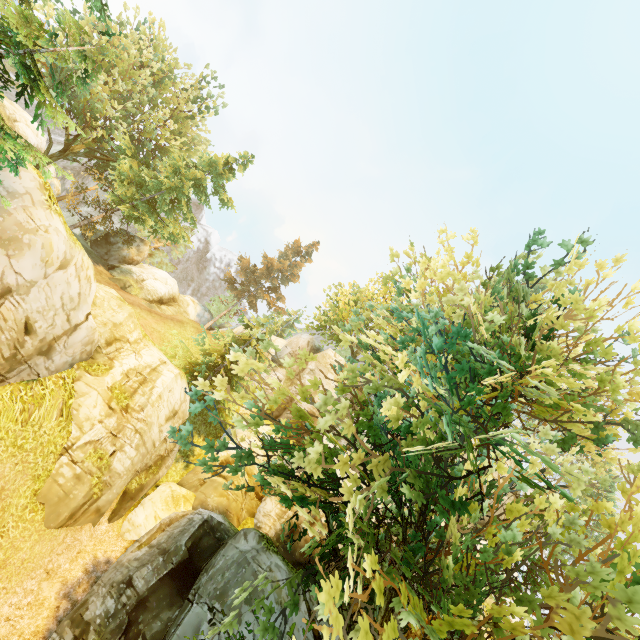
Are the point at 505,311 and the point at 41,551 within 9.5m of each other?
no

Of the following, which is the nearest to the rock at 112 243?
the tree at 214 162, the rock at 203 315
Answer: the tree at 214 162

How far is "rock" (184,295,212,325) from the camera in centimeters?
3984cm

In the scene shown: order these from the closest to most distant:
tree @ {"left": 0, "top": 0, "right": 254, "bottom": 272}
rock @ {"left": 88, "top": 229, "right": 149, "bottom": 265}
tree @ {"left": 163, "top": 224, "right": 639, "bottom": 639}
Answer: tree @ {"left": 163, "top": 224, "right": 639, "bottom": 639}, tree @ {"left": 0, "top": 0, "right": 254, "bottom": 272}, rock @ {"left": 88, "top": 229, "right": 149, "bottom": 265}

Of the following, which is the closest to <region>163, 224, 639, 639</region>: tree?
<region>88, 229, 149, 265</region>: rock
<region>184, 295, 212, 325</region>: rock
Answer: <region>184, 295, 212, 325</region>: rock

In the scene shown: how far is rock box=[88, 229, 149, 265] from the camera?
30.7 meters

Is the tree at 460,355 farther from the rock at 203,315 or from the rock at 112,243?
the rock at 112,243
